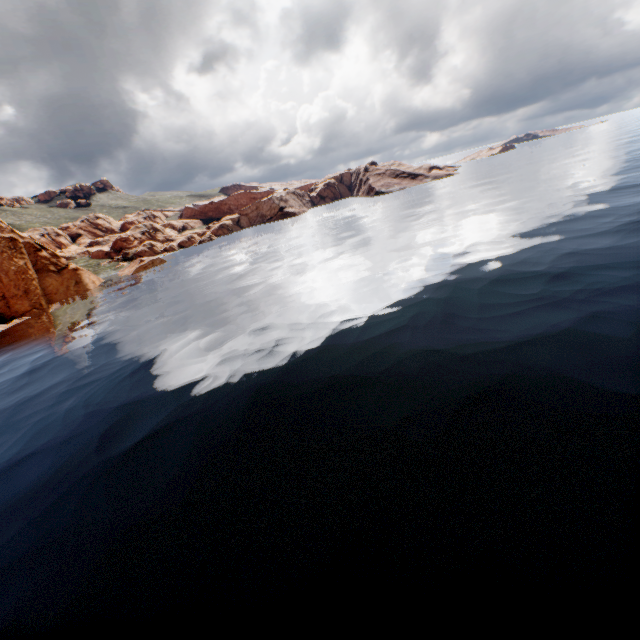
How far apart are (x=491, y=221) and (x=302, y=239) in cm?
3063
